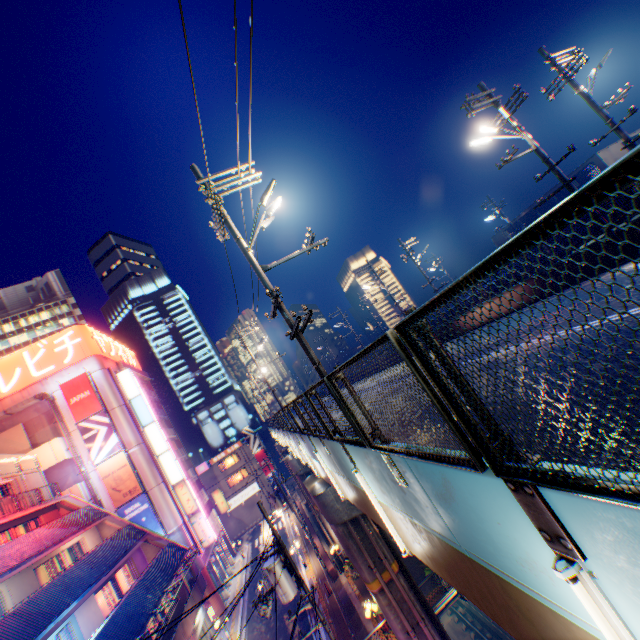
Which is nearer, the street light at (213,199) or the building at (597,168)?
the street light at (213,199)

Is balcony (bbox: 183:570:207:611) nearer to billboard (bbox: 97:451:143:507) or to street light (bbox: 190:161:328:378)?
billboard (bbox: 97:451:143:507)

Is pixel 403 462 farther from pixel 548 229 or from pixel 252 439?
pixel 252 439

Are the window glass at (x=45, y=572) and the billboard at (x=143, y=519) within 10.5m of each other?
yes

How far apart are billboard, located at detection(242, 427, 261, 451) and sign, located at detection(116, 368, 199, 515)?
24.3m

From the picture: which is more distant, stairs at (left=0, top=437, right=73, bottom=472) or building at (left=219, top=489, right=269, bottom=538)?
building at (left=219, top=489, right=269, bottom=538)

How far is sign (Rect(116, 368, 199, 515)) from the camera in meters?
33.5

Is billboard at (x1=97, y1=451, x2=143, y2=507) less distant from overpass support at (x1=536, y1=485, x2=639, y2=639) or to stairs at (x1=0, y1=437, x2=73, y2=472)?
stairs at (x1=0, y1=437, x2=73, y2=472)
